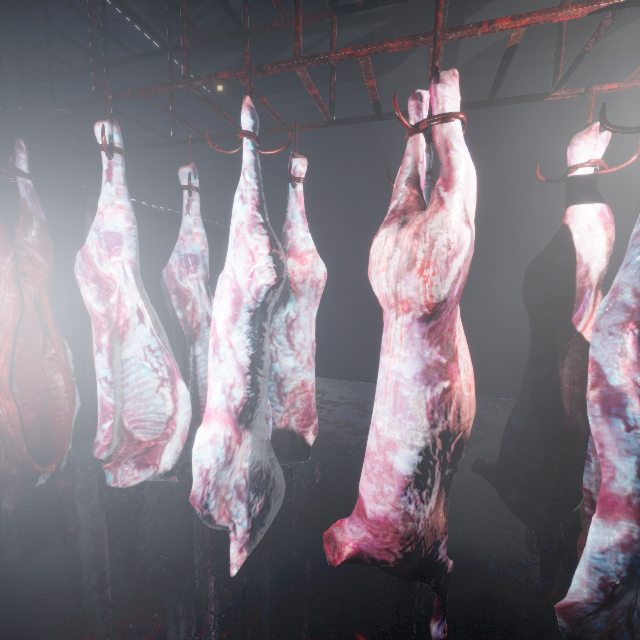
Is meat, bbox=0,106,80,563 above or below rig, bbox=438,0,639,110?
below

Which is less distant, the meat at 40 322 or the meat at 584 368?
the meat at 584 368

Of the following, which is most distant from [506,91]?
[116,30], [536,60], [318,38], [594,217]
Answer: [116,30]

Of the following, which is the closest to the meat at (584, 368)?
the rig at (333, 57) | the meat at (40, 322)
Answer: the rig at (333, 57)

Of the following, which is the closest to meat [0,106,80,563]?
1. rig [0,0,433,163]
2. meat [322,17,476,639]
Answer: rig [0,0,433,163]

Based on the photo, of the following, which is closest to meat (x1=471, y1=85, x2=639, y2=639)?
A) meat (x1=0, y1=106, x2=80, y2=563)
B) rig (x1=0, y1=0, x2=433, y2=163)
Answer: rig (x1=0, y1=0, x2=433, y2=163)

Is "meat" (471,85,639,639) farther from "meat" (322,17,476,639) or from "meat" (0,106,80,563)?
"meat" (0,106,80,563)
